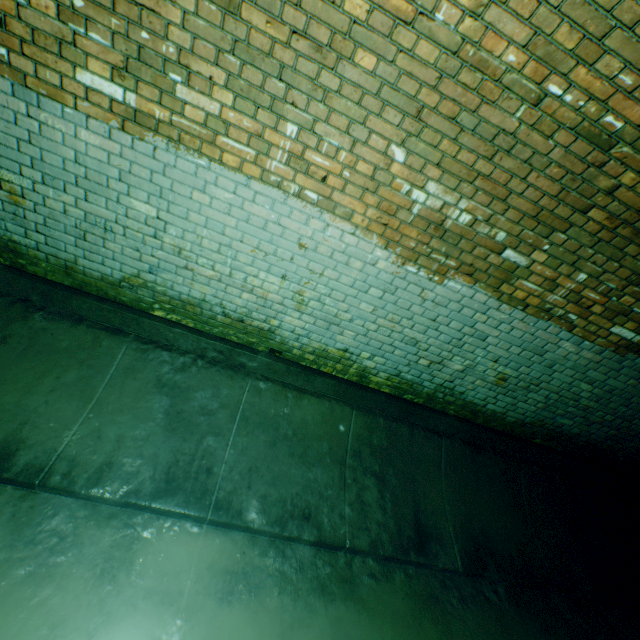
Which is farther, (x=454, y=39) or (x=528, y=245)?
(x=528, y=245)
